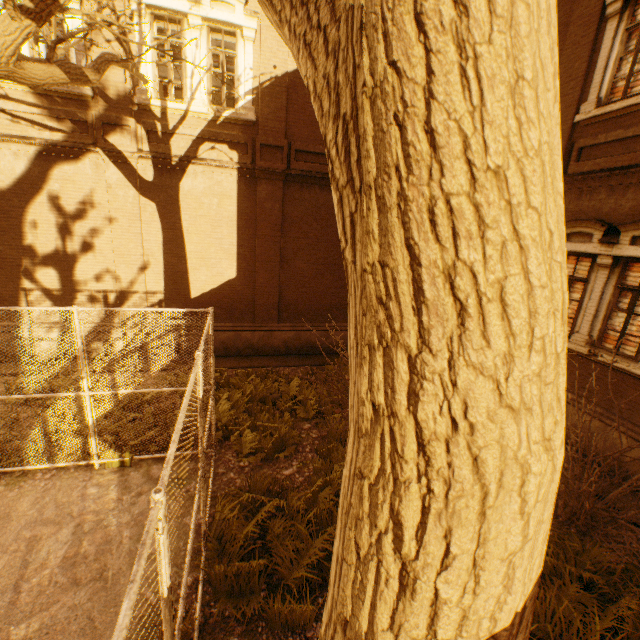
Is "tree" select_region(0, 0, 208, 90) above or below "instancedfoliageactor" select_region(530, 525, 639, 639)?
above

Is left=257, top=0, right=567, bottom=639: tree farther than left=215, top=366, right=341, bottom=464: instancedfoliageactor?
No

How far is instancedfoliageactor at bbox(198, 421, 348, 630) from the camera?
3.7 meters

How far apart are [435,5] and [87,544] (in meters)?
6.36

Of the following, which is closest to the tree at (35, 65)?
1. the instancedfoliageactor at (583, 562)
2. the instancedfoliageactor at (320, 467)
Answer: the instancedfoliageactor at (320, 467)

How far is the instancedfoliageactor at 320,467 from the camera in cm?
369
